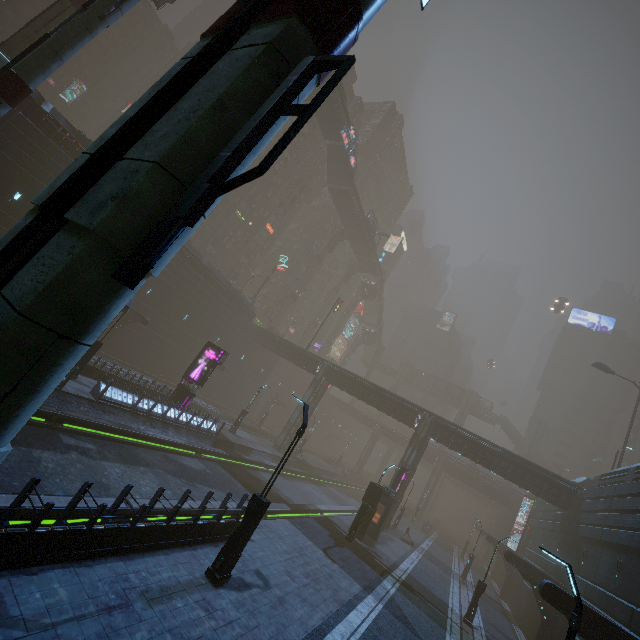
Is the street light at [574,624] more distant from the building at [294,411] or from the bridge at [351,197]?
the bridge at [351,197]

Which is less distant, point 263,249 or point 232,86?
point 232,86

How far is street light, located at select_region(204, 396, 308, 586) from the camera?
9.2m

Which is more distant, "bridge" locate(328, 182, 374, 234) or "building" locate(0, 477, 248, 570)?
"bridge" locate(328, 182, 374, 234)

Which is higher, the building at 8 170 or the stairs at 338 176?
the stairs at 338 176

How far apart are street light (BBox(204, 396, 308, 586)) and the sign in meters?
14.8

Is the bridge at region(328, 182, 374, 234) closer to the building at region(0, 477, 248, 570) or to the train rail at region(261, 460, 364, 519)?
the building at region(0, 477, 248, 570)

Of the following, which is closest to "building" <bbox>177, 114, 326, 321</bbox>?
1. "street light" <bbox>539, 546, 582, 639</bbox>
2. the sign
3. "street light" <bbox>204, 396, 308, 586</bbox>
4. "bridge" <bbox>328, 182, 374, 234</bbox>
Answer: the sign
